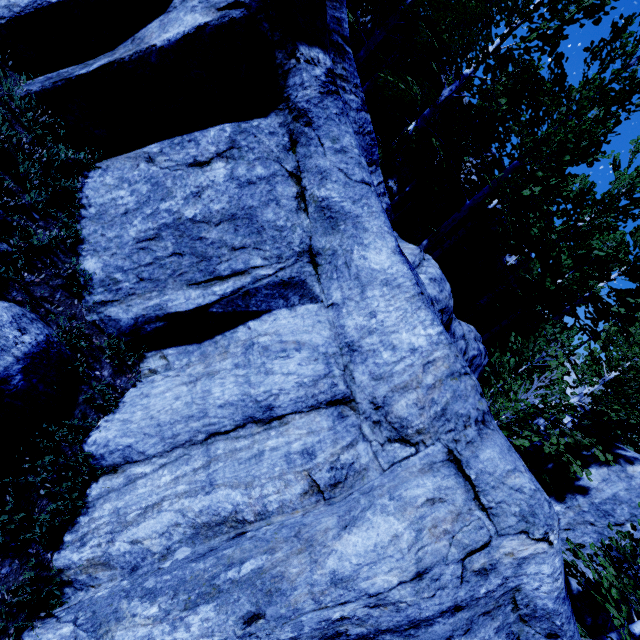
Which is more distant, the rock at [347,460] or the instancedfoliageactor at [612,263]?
the instancedfoliageactor at [612,263]

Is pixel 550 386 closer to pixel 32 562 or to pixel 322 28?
pixel 322 28

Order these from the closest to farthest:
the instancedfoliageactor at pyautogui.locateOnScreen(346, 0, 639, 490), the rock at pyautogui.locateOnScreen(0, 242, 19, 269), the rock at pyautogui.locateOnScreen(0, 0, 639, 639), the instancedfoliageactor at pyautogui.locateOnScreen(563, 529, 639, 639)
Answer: the rock at pyautogui.locateOnScreen(0, 0, 639, 639) < the rock at pyautogui.locateOnScreen(0, 242, 19, 269) < the instancedfoliageactor at pyautogui.locateOnScreen(563, 529, 639, 639) < the instancedfoliageactor at pyautogui.locateOnScreen(346, 0, 639, 490)

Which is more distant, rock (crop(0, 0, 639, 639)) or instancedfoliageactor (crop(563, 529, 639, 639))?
instancedfoliageactor (crop(563, 529, 639, 639))

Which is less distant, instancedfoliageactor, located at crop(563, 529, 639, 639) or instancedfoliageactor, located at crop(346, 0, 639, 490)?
instancedfoliageactor, located at crop(563, 529, 639, 639)

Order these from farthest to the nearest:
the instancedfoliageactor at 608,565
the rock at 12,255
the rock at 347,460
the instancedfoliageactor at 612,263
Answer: the instancedfoliageactor at 612,263 → the instancedfoliageactor at 608,565 → the rock at 12,255 → the rock at 347,460
